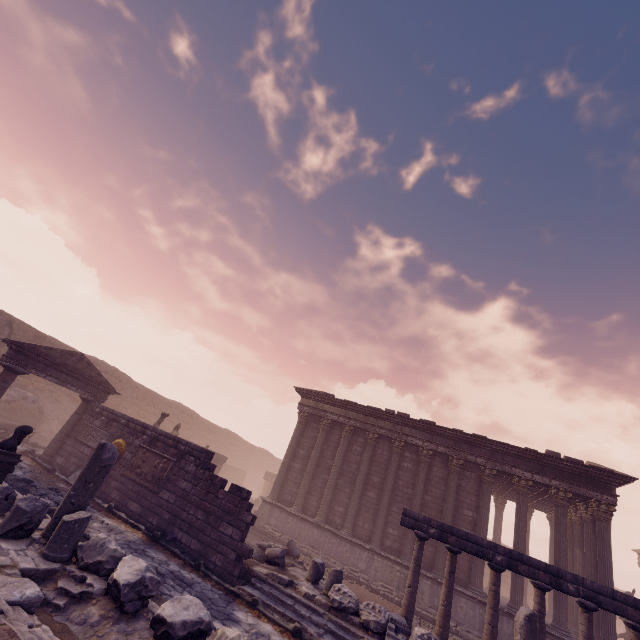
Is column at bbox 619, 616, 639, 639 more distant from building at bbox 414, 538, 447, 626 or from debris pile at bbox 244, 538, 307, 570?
debris pile at bbox 244, 538, 307, 570

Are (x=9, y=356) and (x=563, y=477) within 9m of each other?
no

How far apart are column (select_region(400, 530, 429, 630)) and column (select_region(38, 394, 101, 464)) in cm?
1386

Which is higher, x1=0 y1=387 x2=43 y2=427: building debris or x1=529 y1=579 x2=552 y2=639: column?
x1=529 y1=579 x2=552 y2=639: column

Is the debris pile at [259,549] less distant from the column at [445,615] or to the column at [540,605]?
the column at [445,615]

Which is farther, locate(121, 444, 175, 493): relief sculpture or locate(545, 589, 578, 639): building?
locate(545, 589, 578, 639): building

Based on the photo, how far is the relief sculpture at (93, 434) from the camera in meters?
12.6 m

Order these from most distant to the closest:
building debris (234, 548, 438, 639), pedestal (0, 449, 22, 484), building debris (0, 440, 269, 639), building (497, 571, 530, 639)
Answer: building (497, 571, 530, 639) → building debris (234, 548, 438, 639) → pedestal (0, 449, 22, 484) → building debris (0, 440, 269, 639)
